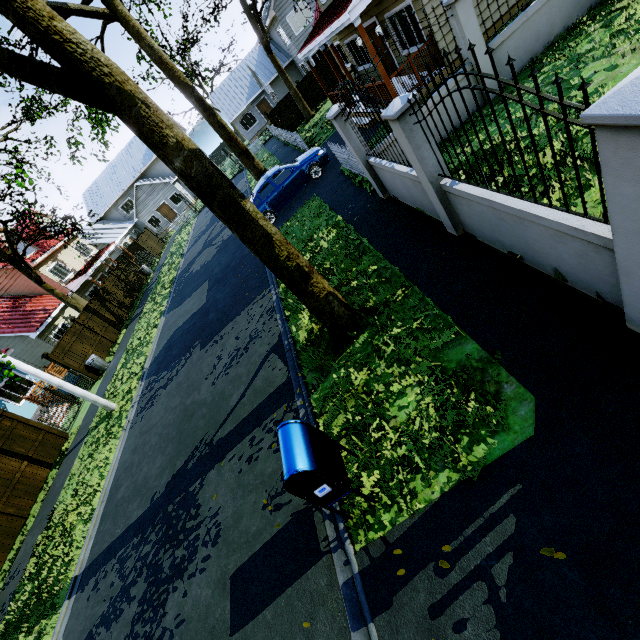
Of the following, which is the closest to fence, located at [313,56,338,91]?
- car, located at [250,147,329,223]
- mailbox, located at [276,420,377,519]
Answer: car, located at [250,147,329,223]

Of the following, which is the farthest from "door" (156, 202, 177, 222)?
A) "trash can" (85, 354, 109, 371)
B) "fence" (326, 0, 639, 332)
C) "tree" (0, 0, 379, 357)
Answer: "trash can" (85, 354, 109, 371)

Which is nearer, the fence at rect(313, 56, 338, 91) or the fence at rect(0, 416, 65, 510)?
the fence at rect(0, 416, 65, 510)

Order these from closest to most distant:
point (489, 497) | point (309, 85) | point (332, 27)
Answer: point (489, 497)
point (332, 27)
point (309, 85)

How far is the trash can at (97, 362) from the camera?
16.61m

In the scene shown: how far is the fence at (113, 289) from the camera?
22.0 meters

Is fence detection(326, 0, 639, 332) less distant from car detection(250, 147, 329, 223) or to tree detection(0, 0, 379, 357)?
tree detection(0, 0, 379, 357)
